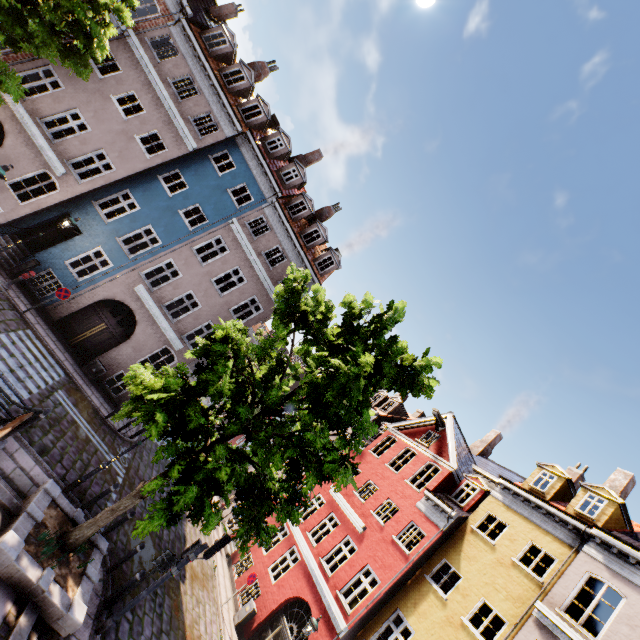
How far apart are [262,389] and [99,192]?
14.1m

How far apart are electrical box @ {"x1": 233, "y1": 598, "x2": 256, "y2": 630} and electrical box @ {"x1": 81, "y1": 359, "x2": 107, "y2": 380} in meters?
13.3

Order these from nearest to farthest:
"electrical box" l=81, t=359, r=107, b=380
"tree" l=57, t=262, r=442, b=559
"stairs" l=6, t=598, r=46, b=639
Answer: "stairs" l=6, t=598, r=46, b=639 → "tree" l=57, t=262, r=442, b=559 → "electrical box" l=81, t=359, r=107, b=380

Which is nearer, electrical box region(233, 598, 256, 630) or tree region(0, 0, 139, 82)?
tree region(0, 0, 139, 82)

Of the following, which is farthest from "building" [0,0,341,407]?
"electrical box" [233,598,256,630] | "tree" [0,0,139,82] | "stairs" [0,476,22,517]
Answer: "electrical box" [233,598,256,630]

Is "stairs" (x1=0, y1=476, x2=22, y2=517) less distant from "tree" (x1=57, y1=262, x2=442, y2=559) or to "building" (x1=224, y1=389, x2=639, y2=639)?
"tree" (x1=57, y1=262, x2=442, y2=559)

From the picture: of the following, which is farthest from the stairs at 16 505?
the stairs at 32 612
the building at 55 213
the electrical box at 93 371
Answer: the building at 55 213

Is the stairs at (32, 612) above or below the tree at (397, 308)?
below
